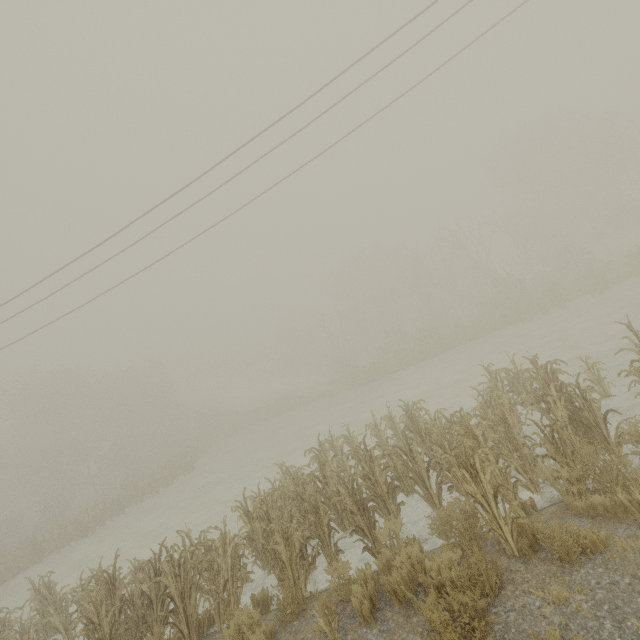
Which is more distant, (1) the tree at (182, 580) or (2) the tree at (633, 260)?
(2) the tree at (633, 260)

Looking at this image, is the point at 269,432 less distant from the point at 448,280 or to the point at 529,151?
the point at 448,280

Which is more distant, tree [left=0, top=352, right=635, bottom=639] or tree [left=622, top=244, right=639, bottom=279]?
tree [left=622, top=244, right=639, bottom=279]
